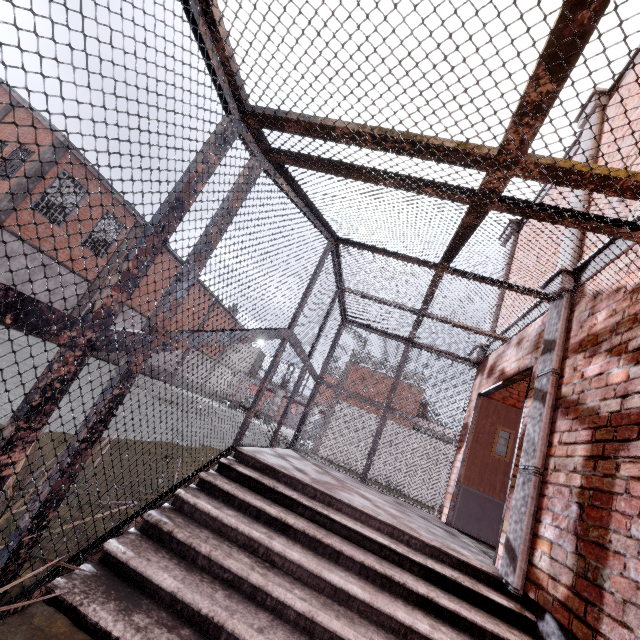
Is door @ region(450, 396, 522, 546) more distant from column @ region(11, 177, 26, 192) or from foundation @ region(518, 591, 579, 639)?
column @ region(11, 177, 26, 192)

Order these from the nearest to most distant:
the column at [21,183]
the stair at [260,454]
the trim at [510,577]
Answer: the stair at [260,454]
the trim at [510,577]
the column at [21,183]

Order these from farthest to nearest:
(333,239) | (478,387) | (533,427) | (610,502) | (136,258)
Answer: (478,387) → (333,239) → (533,427) → (610,502) → (136,258)

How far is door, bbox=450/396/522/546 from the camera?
5.0m

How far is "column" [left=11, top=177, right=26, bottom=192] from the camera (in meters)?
14.67

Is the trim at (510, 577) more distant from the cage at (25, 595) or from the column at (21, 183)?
the column at (21, 183)

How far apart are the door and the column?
20.1m

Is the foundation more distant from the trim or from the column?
the column
